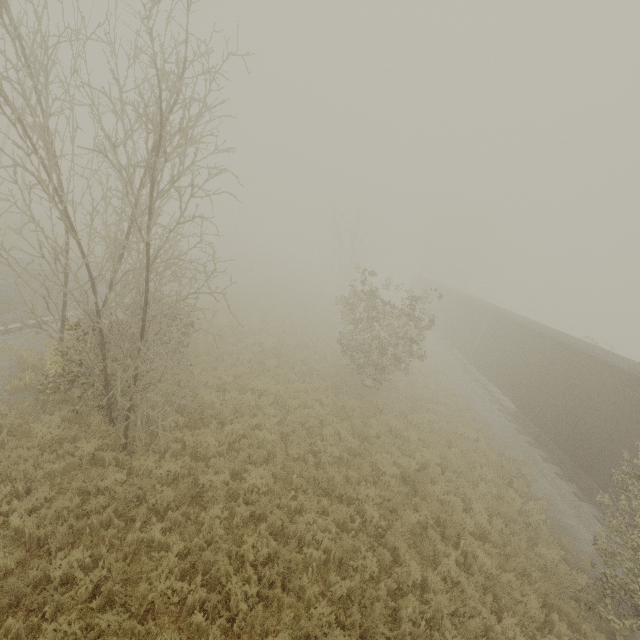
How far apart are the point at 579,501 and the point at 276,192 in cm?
1958
